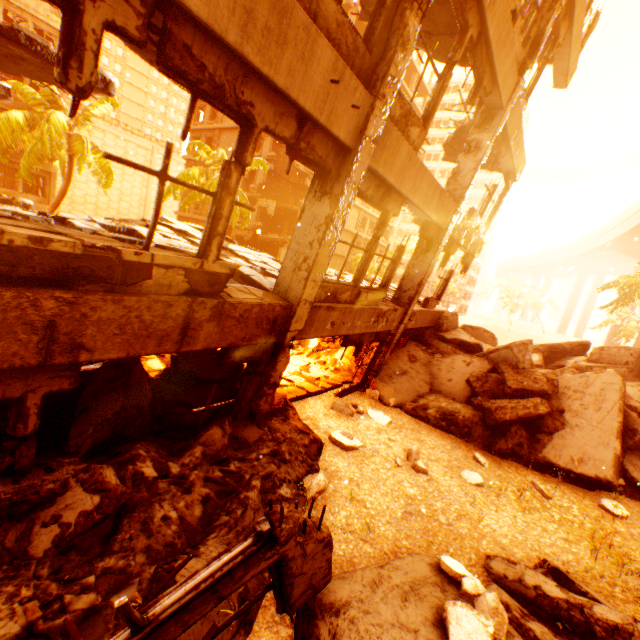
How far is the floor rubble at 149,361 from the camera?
7.1 meters

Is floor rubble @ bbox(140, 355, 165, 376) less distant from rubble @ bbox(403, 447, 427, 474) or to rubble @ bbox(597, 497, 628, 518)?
rubble @ bbox(403, 447, 427, 474)

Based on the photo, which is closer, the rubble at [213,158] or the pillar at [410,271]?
the pillar at [410,271]

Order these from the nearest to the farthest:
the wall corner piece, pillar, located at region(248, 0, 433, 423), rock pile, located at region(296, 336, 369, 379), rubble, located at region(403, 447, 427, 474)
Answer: pillar, located at region(248, 0, 433, 423) → rubble, located at region(403, 447, 427, 474) → rock pile, located at region(296, 336, 369, 379) → the wall corner piece

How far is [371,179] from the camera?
5.20m

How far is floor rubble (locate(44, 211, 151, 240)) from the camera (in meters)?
4.76

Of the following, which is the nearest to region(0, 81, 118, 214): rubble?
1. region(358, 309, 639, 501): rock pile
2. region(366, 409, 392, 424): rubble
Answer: region(358, 309, 639, 501): rock pile

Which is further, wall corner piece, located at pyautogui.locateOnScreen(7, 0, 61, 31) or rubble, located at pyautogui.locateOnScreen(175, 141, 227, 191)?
rubble, located at pyautogui.locateOnScreen(175, 141, 227, 191)
